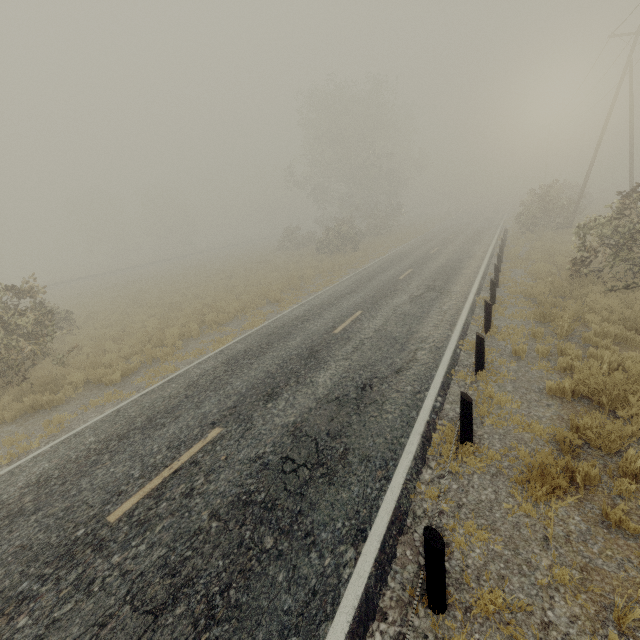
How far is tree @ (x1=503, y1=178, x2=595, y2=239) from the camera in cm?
2355

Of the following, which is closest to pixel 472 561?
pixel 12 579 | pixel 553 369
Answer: pixel 553 369

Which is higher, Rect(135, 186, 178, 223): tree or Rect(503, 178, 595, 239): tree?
Rect(135, 186, 178, 223): tree

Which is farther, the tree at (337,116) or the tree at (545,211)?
the tree at (337,116)

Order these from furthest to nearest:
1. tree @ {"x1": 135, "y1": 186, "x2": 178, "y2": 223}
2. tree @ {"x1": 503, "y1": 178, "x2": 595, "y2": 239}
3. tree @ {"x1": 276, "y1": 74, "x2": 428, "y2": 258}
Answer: tree @ {"x1": 135, "y1": 186, "x2": 178, "y2": 223} → tree @ {"x1": 276, "y1": 74, "x2": 428, "y2": 258} → tree @ {"x1": 503, "y1": 178, "x2": 595, "y2": 239}

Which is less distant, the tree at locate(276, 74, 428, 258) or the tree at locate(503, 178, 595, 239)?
the tree at locate(503, 178, 595, 239)

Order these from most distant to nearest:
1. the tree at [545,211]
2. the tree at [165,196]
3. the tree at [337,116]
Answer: the tree at [165,196] < the tree at [337,116] < the tree at [545,211]
